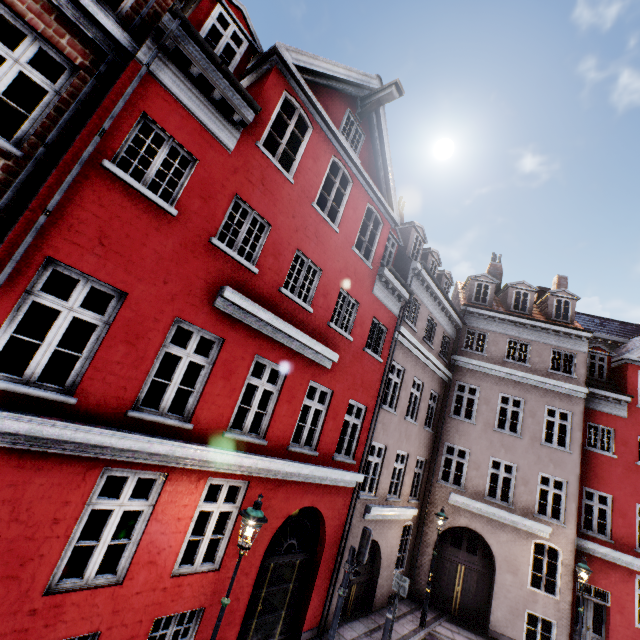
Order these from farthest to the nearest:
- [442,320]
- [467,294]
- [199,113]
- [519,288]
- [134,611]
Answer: [467,294] < [519,288] < [442,320] < [199,113] < [134,611]

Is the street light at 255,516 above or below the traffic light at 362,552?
above

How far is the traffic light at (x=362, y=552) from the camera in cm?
765

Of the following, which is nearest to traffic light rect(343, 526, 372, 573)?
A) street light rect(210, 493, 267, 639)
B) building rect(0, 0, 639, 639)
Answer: building rect(0, 0, 639, 639)

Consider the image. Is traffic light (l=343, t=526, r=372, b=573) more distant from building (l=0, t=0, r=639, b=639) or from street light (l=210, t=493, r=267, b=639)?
street light (l=210, t=493, r=267, b=639)

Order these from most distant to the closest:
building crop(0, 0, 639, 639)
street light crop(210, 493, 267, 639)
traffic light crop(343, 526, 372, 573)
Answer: traffic light crop(343, 526, 372, 573)
street light crop(210, 493, 267, 639)
building crop(0, 0, 639, 639)

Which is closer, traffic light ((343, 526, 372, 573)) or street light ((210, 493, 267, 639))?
street light ((210, 493, 267, 639))
